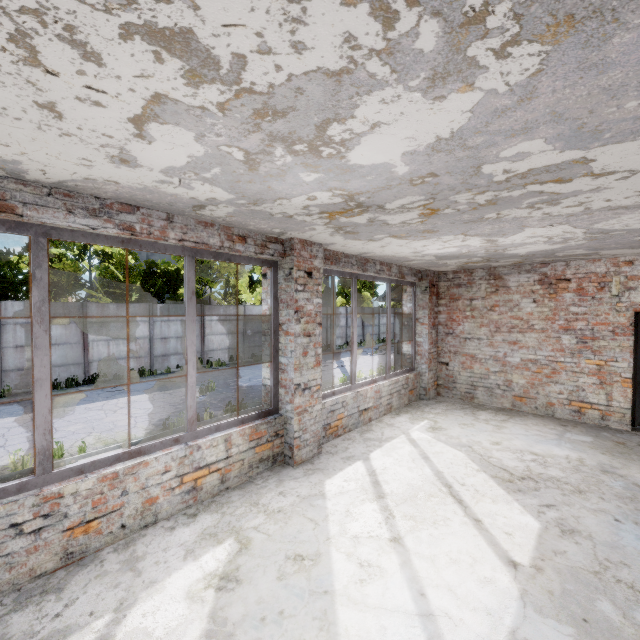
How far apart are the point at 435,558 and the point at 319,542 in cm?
105
